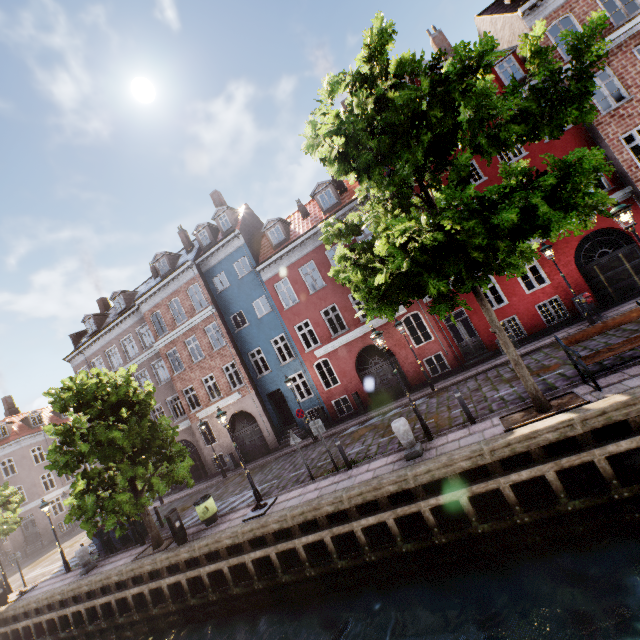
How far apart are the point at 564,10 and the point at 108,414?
26.3 meters

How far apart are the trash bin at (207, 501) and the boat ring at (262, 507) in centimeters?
206cm

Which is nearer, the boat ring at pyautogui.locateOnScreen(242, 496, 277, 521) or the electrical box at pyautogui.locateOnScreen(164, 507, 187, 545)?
the boat ring at pyautogui.locateOnScreen(242, 496, 277, 521)

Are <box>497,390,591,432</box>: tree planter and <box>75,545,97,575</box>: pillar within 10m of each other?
no

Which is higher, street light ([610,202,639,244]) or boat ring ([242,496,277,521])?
street light ([610,202,639,244])

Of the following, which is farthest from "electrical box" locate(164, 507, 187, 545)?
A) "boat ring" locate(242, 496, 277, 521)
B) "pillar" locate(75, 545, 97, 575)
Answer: → "pillar" locate(75, 545, 97, 575)

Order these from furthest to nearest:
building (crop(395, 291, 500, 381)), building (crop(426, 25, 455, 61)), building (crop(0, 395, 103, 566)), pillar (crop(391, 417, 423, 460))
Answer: building (crop(0, 395, 103, 566))
building (crop(426, 25, 455, 61))
building (crop(395, 291, 500, 381))
pillar (crop(391, 417, 423, 460))

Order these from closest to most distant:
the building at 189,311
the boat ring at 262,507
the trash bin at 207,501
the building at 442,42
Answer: the boat ring at 262,507
the trash bin at 207,501
the building at 189,311
the building at 442,42
